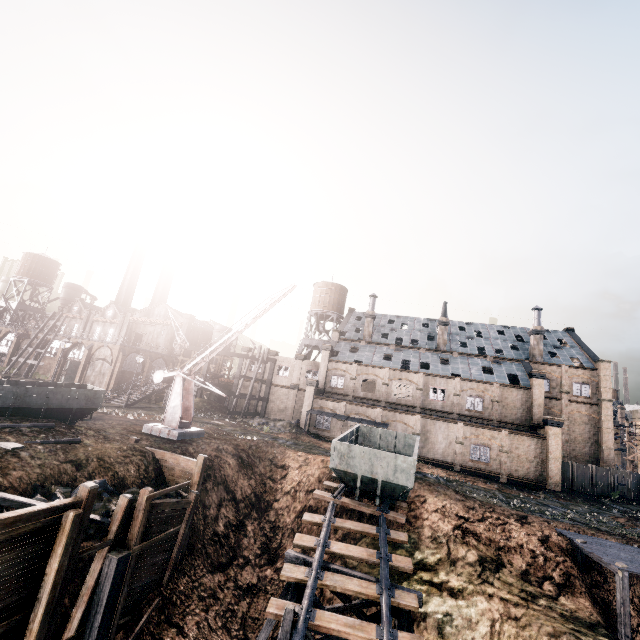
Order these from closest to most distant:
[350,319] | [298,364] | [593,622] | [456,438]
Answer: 1. [593,622]
2. [456,438]
3. [298,364]
4. [350,319]

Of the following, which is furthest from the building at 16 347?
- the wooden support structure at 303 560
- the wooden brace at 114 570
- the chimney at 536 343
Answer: the chimney at 536 343

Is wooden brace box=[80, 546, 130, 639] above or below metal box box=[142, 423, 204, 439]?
below

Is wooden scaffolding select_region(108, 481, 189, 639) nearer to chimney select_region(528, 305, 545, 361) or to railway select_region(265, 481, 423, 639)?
railway select_region(265, 481, 423, 639)

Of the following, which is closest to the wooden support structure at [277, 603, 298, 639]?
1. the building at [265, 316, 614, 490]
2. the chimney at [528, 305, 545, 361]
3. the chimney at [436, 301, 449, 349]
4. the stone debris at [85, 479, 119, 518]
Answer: the stone debris at [85, 479, 119, 518]

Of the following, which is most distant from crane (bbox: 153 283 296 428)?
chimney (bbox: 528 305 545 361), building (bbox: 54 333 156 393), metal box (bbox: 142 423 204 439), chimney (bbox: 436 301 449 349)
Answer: chimney (bbox: 528 305 545 361)

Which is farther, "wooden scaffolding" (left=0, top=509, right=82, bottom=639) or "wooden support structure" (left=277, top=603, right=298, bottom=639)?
"wooden support structure" (left=277, top=603, right=298, bottom=639)

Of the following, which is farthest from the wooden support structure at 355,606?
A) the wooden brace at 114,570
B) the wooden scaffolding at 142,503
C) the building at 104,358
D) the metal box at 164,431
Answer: the building at 104,358
